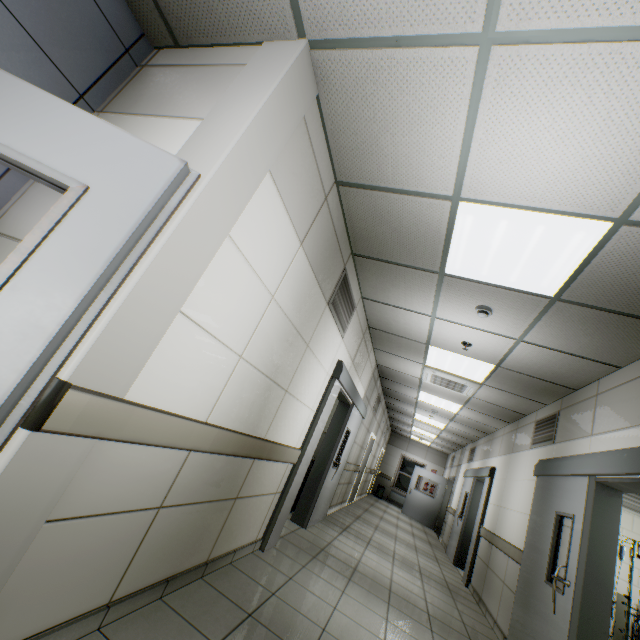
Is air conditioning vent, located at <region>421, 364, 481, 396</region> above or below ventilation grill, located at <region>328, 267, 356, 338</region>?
above

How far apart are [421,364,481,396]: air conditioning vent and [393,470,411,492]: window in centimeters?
1218cm

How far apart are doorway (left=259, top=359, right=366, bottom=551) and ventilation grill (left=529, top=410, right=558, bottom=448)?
2.9m

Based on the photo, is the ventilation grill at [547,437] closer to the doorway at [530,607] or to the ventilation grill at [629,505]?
the doorway at [530,607]

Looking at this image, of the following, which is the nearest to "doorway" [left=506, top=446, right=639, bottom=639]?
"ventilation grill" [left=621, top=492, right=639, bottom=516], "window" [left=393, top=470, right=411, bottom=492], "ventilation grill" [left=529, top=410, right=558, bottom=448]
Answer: "ventilation grill" [left=529, top=410, right=558, bottom=448]

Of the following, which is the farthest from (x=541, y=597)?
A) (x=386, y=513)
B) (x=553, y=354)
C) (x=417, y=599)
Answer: (x=386, y=513)

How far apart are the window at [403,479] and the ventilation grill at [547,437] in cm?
1278

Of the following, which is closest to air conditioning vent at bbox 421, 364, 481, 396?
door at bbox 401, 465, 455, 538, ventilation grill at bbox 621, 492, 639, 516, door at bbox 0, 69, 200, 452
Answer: ventilation grill at bbox 621, 492, 639, 516
